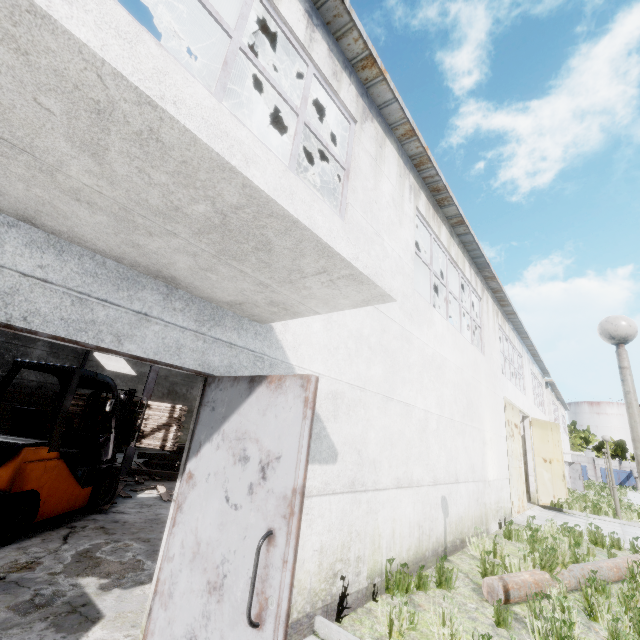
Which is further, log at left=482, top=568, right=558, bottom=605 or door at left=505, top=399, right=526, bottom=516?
door at left=505, top=399, right=526, bottom=516

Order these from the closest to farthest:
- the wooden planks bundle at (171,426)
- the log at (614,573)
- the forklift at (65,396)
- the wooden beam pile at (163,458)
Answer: the forklift at (65,396)
the log at (614,573)
the wooden planks bundle at (171,426)
the wooden beam pile at (163,458)

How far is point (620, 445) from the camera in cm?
5234

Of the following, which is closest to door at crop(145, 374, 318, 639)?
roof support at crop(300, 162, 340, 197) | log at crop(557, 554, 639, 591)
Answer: roof support at crop(300, 162, 340, 197)

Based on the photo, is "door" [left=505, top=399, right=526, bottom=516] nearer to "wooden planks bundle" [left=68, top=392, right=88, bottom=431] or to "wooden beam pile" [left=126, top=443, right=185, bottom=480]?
"wooden beam pile" [left=126, top=443, right=185, bottom=480]

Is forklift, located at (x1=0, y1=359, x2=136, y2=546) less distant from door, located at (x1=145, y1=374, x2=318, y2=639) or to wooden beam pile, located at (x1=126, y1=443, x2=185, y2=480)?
wooden beam pile, located at (x1=126, y1=443, x2=185, y2=480)

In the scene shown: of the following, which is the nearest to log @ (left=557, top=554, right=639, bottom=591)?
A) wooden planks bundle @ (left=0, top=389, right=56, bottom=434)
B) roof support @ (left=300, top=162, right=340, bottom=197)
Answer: roof support @ (left=300, top=162, right=340, bottom=197)

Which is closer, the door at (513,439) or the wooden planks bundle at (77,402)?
the wooden planks bundle at (77,402)
